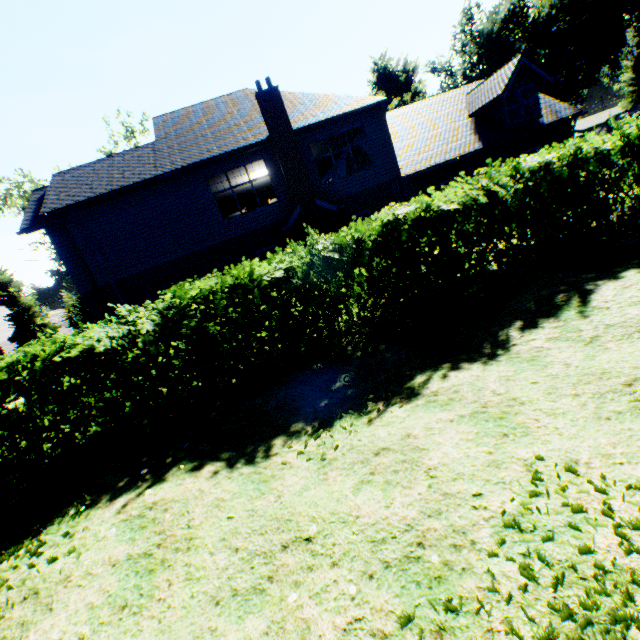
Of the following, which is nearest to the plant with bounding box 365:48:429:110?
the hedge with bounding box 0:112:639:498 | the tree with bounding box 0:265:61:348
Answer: the tree with bounding box 0:265:61:348

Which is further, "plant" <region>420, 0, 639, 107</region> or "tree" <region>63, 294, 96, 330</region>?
"tree" <region>63, 294, 96, 330</region>

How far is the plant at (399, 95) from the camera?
41.5 meters

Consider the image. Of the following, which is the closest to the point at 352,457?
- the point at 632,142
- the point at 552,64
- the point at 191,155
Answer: the point at 632,142

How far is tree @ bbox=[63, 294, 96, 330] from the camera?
35.3m

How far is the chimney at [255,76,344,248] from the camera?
13.8 meters

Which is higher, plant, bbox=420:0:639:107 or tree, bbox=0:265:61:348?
plant, bbox=420:0:639:107

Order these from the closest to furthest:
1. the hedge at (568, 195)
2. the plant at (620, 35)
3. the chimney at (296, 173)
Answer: the hedge at (568, 195) → the chimney at (296, 173) → the plant at (620, 35)
